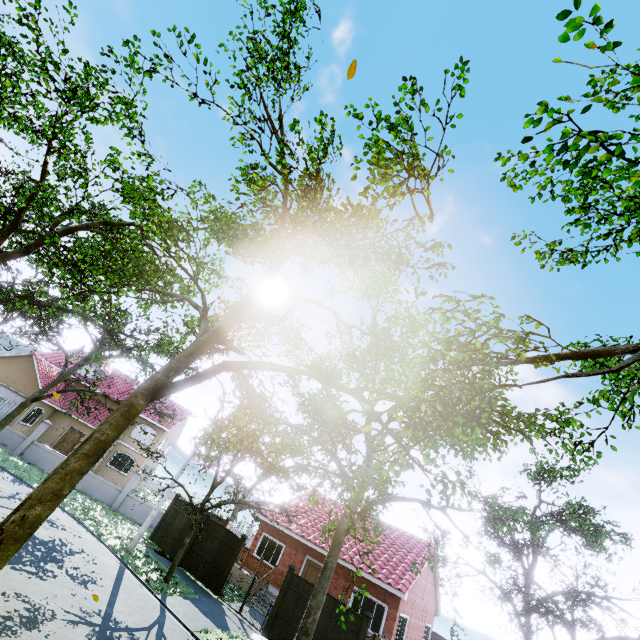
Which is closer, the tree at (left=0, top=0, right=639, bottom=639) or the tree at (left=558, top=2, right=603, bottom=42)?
the tree at (left=558, top=2, right=603, bottom=42)

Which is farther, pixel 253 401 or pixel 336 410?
pixel 253 401

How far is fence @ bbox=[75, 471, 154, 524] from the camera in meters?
21.7

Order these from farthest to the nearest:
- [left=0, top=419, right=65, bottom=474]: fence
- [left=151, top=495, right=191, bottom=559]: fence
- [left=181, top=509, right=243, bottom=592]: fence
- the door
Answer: [left=0, top=419, right=65, bottom=474]: fence → the door → [left=151, top=495, right=191, bottom=559]: fence → [left=181, top=509, right=243, bottom=592]: fence

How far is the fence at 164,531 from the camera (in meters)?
17.58

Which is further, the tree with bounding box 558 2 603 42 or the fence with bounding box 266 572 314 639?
the fence with bounding box 266 572 314 639

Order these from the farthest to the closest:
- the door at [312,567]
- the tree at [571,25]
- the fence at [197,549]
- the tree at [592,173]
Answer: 1. the door at [312,567]
2. the fence at [197,549]
3. the tree at [592,173]
4. the tree at [571,25]
